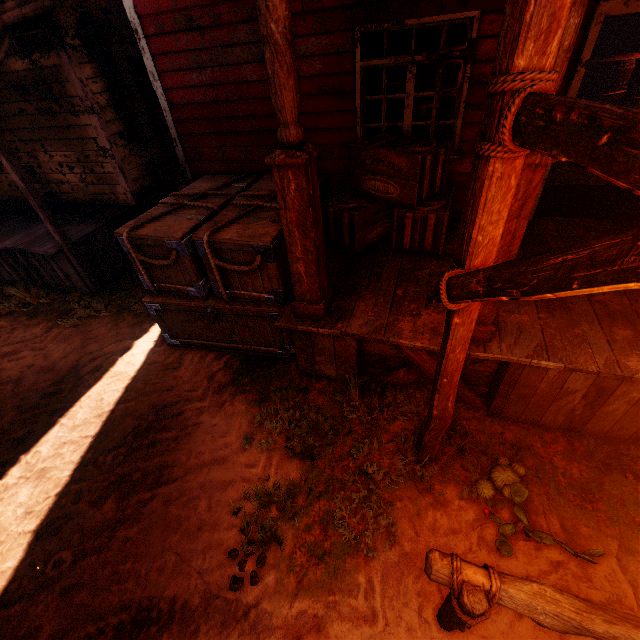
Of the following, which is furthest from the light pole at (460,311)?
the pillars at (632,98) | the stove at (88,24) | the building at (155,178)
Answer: the pillars at (632,98)

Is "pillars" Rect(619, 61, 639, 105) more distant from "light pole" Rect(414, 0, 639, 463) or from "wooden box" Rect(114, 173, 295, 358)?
"light pole" Rect(414, 0, 639, 463)

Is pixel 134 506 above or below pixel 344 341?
below

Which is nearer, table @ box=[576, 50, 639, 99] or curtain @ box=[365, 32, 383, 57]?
curtain @ box=[365, 32, 383, 57]

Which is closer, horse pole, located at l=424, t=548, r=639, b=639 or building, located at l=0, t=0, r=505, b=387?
horse pole, located at l=424, t=548, r=639, b=639

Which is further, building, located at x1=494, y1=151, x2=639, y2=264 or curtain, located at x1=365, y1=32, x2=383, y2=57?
curtain, located at x1=365, y1=32, x2=383, y2=57

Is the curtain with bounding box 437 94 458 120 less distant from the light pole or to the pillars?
the light pole

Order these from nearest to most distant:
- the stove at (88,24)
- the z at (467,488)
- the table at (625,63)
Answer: the z at (467,488) → the stove at (88,24) → the table at (625,63)
